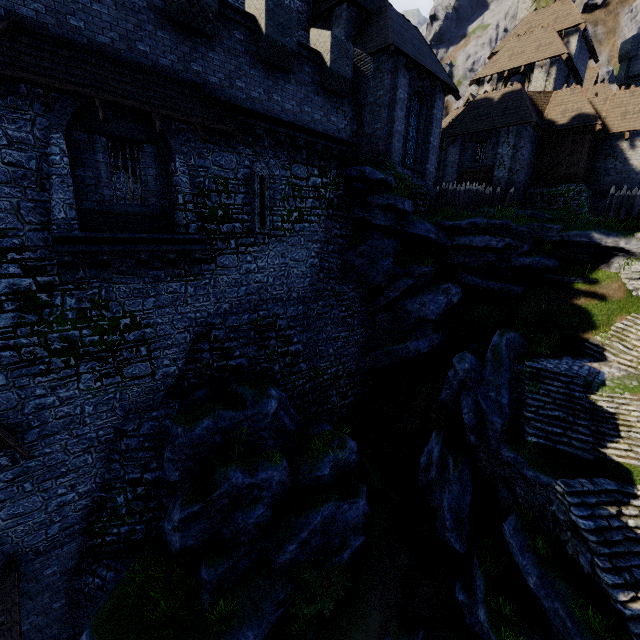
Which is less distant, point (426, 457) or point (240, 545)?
point (240, 545)

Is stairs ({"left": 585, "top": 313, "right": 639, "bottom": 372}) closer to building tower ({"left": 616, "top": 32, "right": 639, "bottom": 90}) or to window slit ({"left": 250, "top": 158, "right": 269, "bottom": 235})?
window slit ({"left": 250, "top": 158, "right": 269, "bottom": 235})

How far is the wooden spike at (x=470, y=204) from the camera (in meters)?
20.81

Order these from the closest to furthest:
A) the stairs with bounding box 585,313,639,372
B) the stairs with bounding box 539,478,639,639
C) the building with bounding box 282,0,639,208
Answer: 1. the stairs with bounding box 539,478,639,639
2. the stairs with bounding box 585,313,639,372
3. the building with bounding box 282,0,639,208

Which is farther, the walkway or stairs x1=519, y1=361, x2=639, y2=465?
stairs x1=519, y1=361, x2=639, y2=465

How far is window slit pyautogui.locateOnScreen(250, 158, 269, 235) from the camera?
12.3 meters

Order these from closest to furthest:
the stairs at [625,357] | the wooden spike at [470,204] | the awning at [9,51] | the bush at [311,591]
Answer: the awning at [9,51]
the bush at [311,591]
the stairs at [625,357]
the wooden spike at [470,204]

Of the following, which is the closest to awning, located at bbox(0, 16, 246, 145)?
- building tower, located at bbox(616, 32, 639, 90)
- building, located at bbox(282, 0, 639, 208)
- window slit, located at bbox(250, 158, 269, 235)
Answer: window slit, located at bbox(250, 158, 269, 235)
